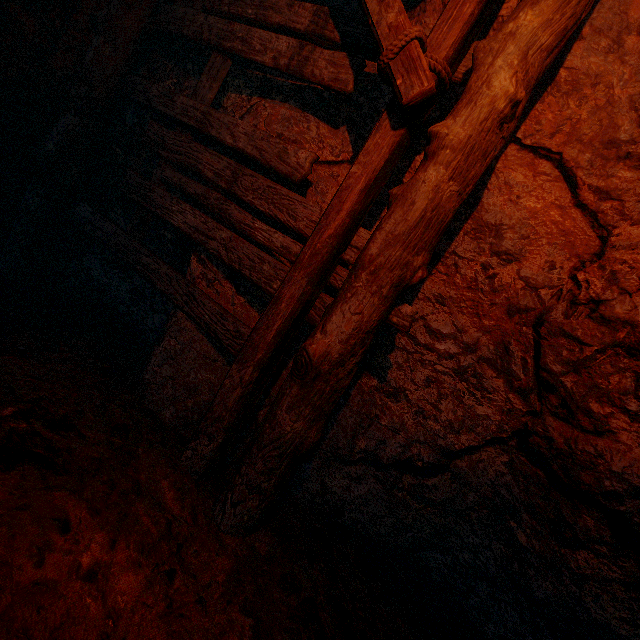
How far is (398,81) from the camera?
1.7m
